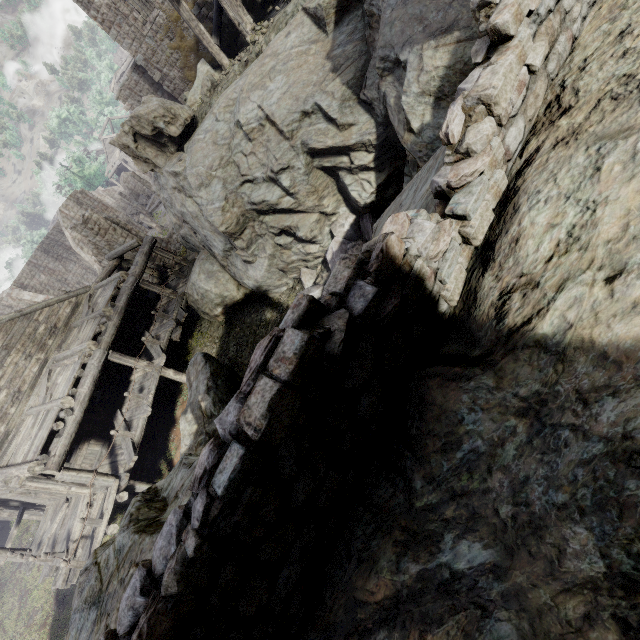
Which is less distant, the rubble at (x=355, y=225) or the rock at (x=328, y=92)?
the rock at (x=328, y=92)

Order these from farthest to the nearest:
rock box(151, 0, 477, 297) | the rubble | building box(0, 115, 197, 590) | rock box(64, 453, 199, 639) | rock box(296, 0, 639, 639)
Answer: building box(0, 115, 197, 590), the rubble, rock box(151, 0, 477, 297), rock box(64, 453, 199, 639), rock box(296, 0, 639, 639)

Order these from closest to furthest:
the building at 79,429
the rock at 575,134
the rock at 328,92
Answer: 1. the rock at 575,134
2. the rock at 328,92
3. the building at 79,429

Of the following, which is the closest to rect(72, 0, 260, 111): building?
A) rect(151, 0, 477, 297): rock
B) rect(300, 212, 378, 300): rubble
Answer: rect(151, 0, 477, 297): rock

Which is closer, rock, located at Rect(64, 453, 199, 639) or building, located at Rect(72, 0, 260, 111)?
rock, located at Rect(64, 453, 199, 639)

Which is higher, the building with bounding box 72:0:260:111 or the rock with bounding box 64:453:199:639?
the building with bounding box 72:0:260:111

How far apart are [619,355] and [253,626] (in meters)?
1.86
